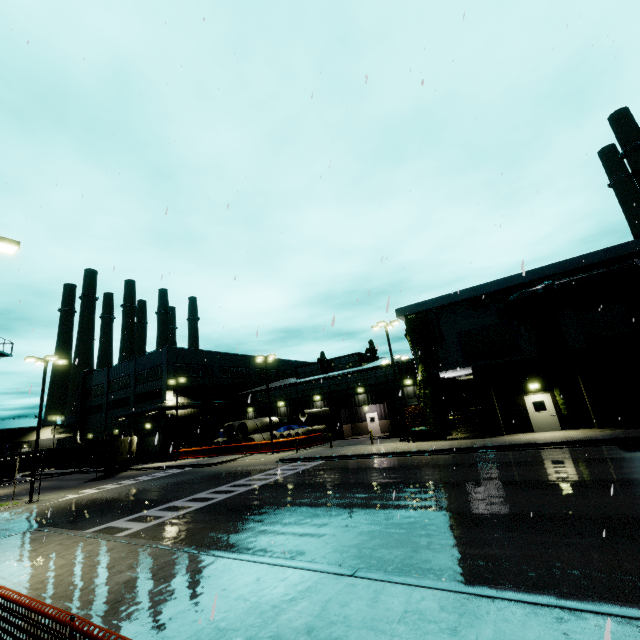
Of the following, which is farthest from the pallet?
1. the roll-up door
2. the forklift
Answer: the roll-up door

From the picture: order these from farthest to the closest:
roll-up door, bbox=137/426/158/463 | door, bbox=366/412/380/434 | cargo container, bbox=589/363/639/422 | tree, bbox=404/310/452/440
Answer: roll-up door, bbox=137/426/158/463
door, bbox=366/412/380/434
tree, bbox=404/310/452/440
cargo container, bbox=589/363/639/422

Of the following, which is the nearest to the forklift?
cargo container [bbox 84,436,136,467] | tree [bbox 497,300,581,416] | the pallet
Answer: the pallet

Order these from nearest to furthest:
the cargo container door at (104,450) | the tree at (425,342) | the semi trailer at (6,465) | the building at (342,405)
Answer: the tree at (425,342) < the cargo container door at (104,450) < the building at (342,405) < the semi trailer at (6,465)

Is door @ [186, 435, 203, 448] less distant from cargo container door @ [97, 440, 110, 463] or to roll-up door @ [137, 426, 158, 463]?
roll-up door @ [137, 426, 158, 463]

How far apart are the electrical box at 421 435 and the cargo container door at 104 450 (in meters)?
12.35

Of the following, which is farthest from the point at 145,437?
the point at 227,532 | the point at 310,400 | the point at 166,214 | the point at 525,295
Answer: the point at 525,295

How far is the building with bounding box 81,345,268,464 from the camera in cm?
4350
